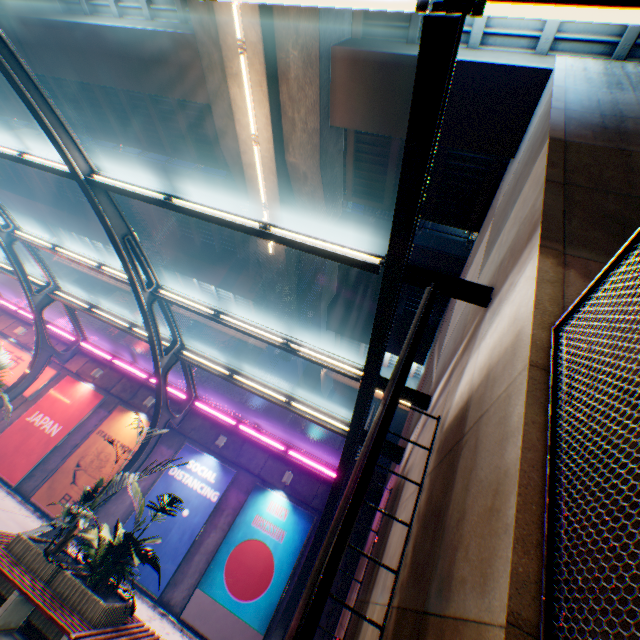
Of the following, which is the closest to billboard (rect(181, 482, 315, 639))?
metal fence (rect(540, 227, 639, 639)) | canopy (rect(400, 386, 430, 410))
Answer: metal fence (rect(540, 227, 639, 639))

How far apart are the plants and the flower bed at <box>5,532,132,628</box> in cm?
101

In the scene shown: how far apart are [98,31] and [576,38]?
16.3 meters

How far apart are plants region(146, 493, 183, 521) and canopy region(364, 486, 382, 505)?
6.51m

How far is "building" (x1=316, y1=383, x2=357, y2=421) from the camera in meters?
36.3

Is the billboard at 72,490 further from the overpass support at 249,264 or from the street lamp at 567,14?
the street lamp at 567,14

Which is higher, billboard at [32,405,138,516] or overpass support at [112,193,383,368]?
overpass support at [112,193,383,368]

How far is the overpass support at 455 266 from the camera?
14.8m
